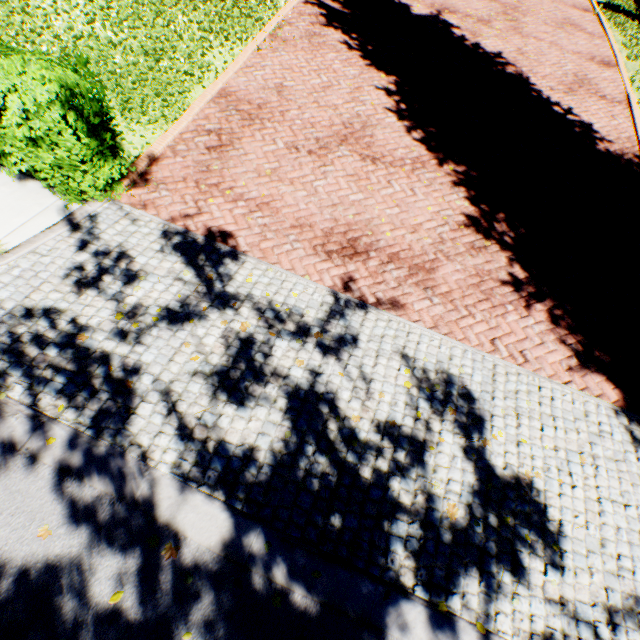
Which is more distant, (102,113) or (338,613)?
(102,113)
